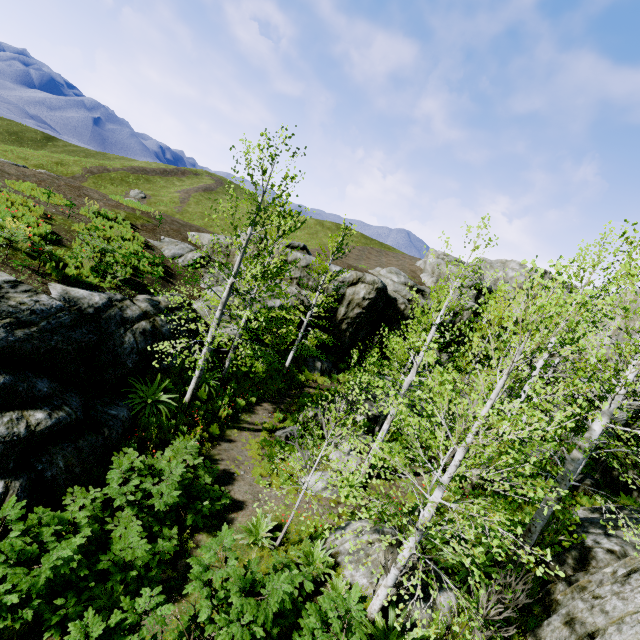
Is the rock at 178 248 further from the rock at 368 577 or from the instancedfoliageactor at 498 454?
the rock at 368 577

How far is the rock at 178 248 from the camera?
20.3 meters

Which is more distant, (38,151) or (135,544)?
(38,151)

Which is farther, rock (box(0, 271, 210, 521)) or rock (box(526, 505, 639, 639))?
rock (box(0, 271, 210, 521))

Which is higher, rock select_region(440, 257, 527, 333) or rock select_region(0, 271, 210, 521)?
rock select_region(440, 257, 527, 333)

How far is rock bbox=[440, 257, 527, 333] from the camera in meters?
33.8

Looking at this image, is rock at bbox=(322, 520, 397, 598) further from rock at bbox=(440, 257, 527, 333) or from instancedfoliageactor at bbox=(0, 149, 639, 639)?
rock at bbox=(440, 257, 527, 333)
